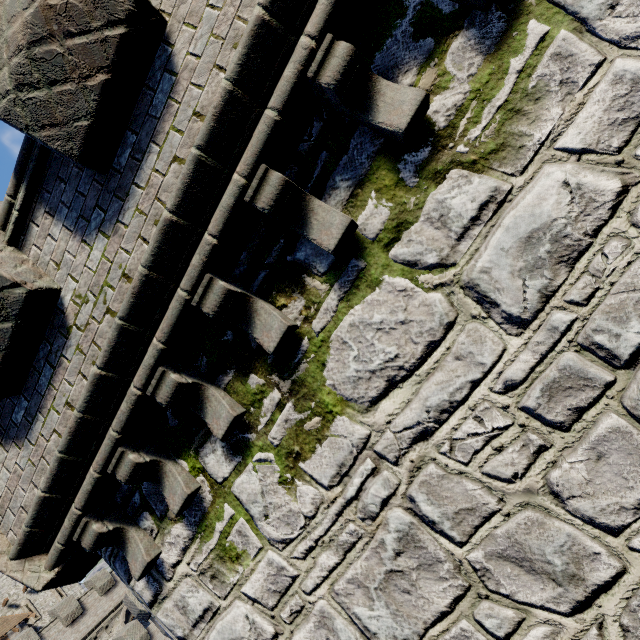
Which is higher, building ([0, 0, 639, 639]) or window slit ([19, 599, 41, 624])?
window slit ([19, 599, 41, 624])

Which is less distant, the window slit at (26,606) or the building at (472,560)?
the building at (472,560)

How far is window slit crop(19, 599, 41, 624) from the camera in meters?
34.5

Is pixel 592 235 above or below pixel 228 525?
below

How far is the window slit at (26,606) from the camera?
34.5m

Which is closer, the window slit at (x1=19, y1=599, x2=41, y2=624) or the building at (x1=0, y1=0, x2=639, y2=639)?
the building at (x1=0, y1=0, x2=639, y2=639)
